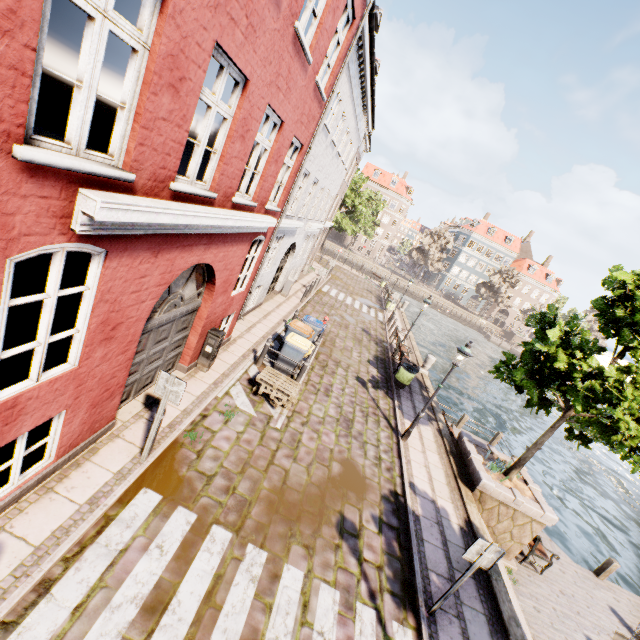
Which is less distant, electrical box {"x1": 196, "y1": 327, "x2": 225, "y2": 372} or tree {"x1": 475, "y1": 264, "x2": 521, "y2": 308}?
electrical box {"x1": 196, "y1": 327, "x2": 225, "y2": 372}

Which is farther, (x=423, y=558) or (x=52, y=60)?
(x=52, y=60)

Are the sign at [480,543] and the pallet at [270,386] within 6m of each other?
yes

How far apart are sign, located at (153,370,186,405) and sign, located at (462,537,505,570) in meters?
5.4

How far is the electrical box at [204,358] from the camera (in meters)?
8.60

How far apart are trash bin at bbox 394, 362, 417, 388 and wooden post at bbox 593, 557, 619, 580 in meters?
8.8

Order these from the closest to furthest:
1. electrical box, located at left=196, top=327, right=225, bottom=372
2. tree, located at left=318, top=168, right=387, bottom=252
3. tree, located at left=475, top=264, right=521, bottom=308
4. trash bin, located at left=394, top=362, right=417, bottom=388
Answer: electrical box, located at left=196, top=327, right=225, bottom=372 → trash bin, located at left=394, top=362, right=417, bottom=388 → tree, located at left=318, top=168, right=387, bottom=252 → tree, located at left=475, top=264, right=521, bottom=308

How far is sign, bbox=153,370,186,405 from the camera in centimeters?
533cm
